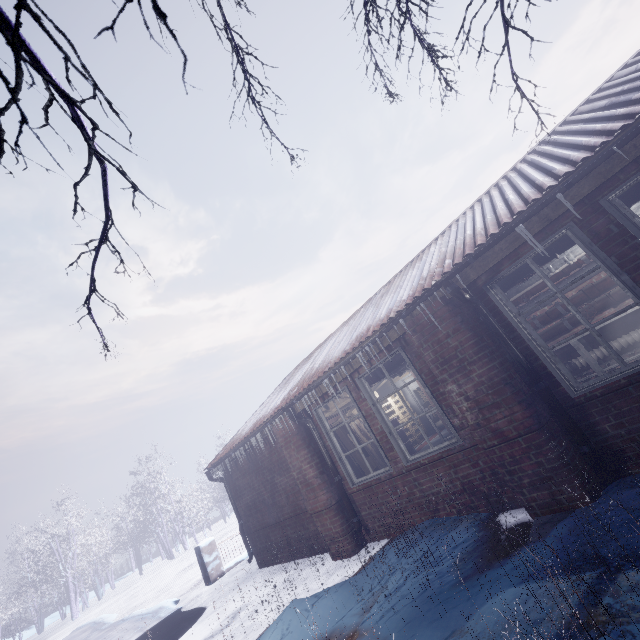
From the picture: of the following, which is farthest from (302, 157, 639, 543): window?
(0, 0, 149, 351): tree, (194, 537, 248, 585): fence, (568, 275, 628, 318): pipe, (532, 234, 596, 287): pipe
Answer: (194, 537, 248, 585): fence

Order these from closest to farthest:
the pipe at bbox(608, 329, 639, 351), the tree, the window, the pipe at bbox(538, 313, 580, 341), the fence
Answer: the tree
the window
the pipe at bbox(608, 329, 639, 351)
the pipe at bbox(538, 313, 580, 341)
the fence

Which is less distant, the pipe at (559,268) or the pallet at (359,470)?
the pipe at (559,268)

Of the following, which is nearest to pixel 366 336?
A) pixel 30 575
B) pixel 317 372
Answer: pixel 317 372

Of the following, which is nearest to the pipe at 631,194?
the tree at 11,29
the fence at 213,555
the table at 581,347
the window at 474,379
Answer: the window at 474,379

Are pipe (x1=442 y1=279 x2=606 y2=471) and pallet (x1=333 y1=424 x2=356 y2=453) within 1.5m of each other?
no

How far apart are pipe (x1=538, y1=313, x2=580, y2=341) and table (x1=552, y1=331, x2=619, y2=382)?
0.1 meters

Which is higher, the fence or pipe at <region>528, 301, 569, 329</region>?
pipe at <region>528, 301, 569, 329</region>
